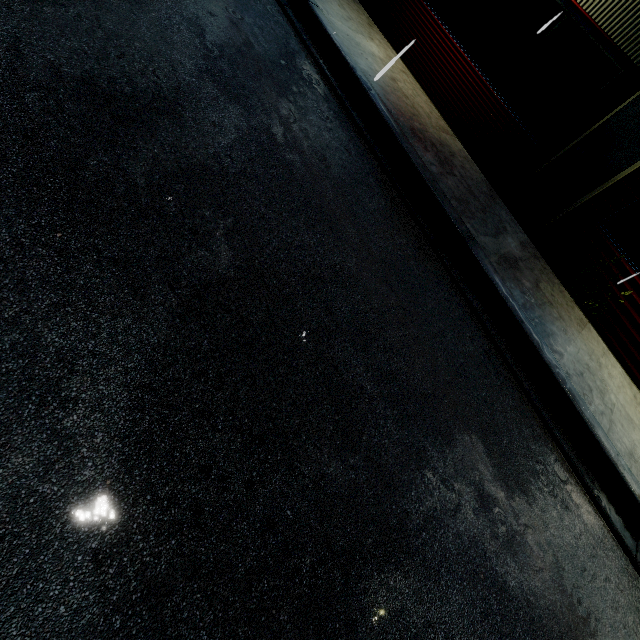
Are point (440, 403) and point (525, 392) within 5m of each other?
yes
